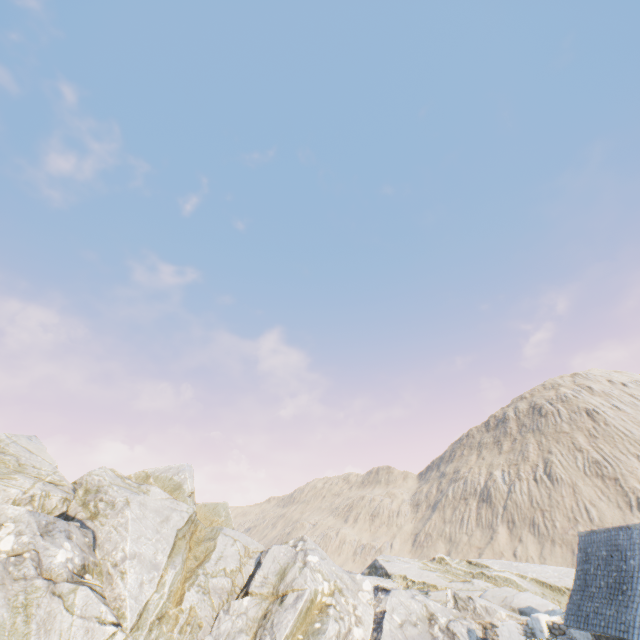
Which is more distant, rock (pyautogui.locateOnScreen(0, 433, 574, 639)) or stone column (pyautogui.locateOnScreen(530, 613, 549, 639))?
stone column (pyautogui.locateOnScreen(530, 613, 549, 639))

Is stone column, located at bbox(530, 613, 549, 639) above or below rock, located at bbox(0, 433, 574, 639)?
below

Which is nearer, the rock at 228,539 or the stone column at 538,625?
the rock at 228,539

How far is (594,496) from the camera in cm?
5553

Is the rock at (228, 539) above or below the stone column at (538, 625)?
above
